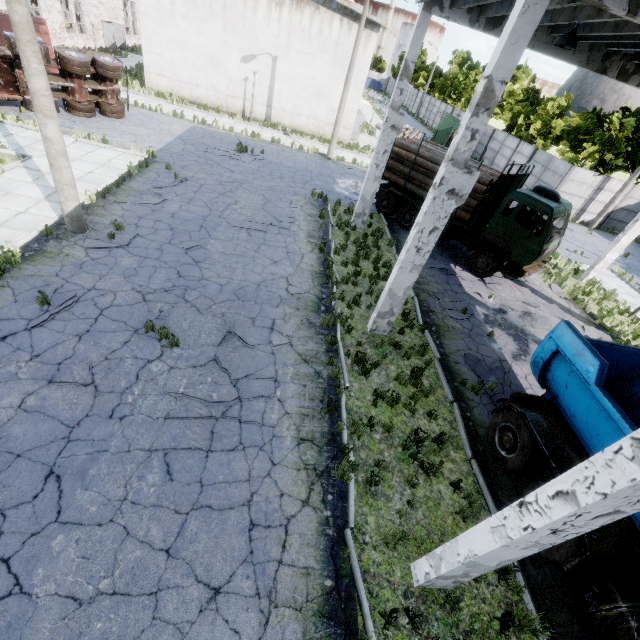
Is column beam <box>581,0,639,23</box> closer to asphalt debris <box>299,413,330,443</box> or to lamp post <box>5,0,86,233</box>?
asphalt debris <box>299,413,330,443</box>

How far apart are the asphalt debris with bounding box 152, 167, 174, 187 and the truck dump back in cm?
1480

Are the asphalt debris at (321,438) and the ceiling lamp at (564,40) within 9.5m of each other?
no

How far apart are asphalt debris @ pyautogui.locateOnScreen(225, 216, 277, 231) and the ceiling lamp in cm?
954

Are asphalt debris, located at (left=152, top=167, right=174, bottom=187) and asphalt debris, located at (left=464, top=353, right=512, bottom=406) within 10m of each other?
no

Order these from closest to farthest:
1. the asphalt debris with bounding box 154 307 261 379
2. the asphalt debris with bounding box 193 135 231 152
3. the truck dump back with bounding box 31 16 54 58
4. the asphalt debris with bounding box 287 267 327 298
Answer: the asphalt debris with bounding box 154 307 261 379
the asphalt debris with bounding box 287 267 327 298
the asphalt debris with bounding box 193 135 231 152
the truck dump back with bounding box 31 16 54 58

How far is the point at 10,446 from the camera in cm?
526

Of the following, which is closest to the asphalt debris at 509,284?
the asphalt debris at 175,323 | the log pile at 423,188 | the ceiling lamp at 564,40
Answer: the log pile at 423,188
